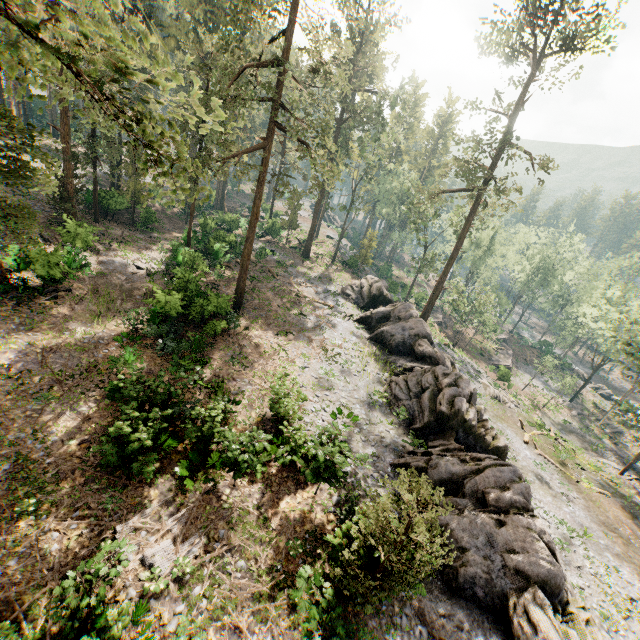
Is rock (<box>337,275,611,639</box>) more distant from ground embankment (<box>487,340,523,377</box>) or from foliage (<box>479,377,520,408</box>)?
ground embankment (<box>487,340,523,377</box>)

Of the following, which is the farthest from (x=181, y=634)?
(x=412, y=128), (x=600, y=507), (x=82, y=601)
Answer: (x=412, y=128)

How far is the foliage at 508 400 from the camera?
34.33m

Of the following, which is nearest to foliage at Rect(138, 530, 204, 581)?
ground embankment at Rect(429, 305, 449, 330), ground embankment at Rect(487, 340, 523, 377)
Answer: ground embankment at Rect(487, 340, 523, 377)

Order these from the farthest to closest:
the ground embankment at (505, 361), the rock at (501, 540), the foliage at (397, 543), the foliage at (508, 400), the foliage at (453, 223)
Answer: the ground embankment at (505, 361), the foliage at (508, 400), the foliage at (453, 223), the rock at (501, 540), the foliage at (397, 543)

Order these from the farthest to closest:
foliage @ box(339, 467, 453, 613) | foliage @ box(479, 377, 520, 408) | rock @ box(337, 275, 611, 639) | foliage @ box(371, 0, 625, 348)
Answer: foliage @ box(479, 377, 520, 408) → foliage @ box(371, 0, 625, 348) → rock @ box(337, 275, 611, 639) → foliage @ box(339, 467, 453, 613)

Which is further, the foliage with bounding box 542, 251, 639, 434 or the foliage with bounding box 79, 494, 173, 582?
the foliage with bounding box 542, 251, 639, 434

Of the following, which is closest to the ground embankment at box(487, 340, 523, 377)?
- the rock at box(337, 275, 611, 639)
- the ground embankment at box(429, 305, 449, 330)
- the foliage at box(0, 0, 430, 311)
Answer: the foliage at box(0, 0, 430, 311)
